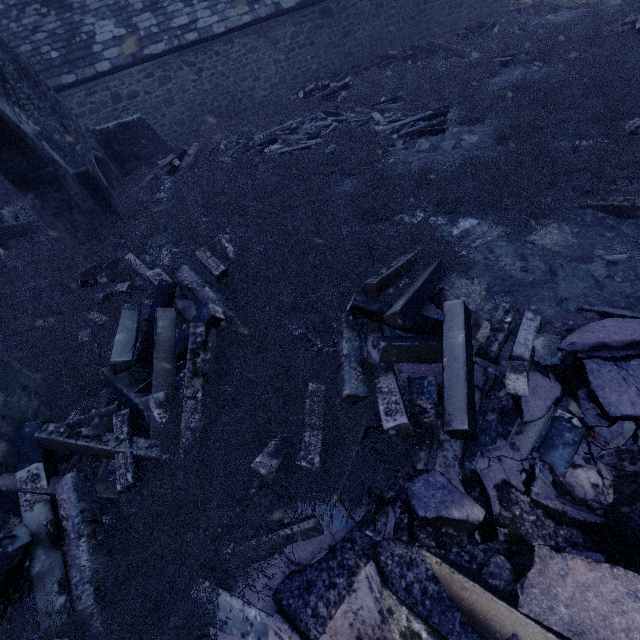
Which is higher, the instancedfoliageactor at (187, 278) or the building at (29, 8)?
the building at (29, 8)

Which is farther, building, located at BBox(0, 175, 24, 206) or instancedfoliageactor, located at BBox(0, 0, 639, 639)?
building, located at BBox(0, 175, 24, 206)

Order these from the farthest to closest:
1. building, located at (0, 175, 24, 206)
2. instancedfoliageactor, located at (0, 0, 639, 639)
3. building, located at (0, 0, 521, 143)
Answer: building, located at (0, 175, 24, 206), building, located at (0, 0, 521, 143), instancedfoliageactor, located at (0, 0, 639, 639)

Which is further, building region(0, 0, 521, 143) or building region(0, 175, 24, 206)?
building region(0, 175, 24, 206)

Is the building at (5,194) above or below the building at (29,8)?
below

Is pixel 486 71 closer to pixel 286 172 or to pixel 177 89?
pixel 286 172

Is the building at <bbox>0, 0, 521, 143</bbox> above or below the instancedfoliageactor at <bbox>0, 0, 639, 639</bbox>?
above
